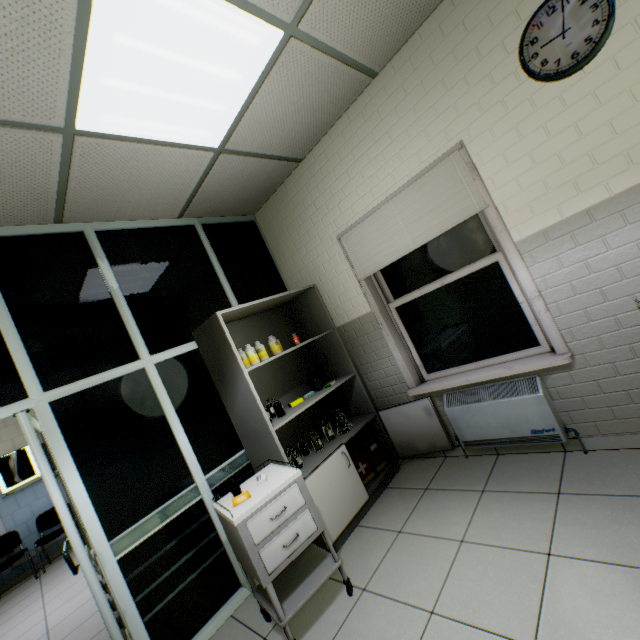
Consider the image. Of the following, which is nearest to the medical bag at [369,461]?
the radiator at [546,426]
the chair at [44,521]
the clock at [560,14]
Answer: the radiator at [546,426]

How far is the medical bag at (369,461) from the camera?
3.06m

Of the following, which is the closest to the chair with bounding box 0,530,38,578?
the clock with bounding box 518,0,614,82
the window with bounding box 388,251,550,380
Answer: the window with bounding box 388,251,550,380

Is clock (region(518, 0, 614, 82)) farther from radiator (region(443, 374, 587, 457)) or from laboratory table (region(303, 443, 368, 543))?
laboratory table (region(303, 443, 368, 543))

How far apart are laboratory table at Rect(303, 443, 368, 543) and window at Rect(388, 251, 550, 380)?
1.0 meters

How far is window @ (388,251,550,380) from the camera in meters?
2.5 m

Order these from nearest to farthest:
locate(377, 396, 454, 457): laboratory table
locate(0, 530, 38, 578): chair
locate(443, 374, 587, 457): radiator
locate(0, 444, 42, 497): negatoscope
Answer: locate(443, 374, 587, 457): radiator → locate(377, 396, 454, 457): laboratory table → locate(0, 530, 38, 578): chair → locate(0, 444, 42, 497): negatoscope

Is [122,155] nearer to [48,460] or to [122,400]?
[122,400]
